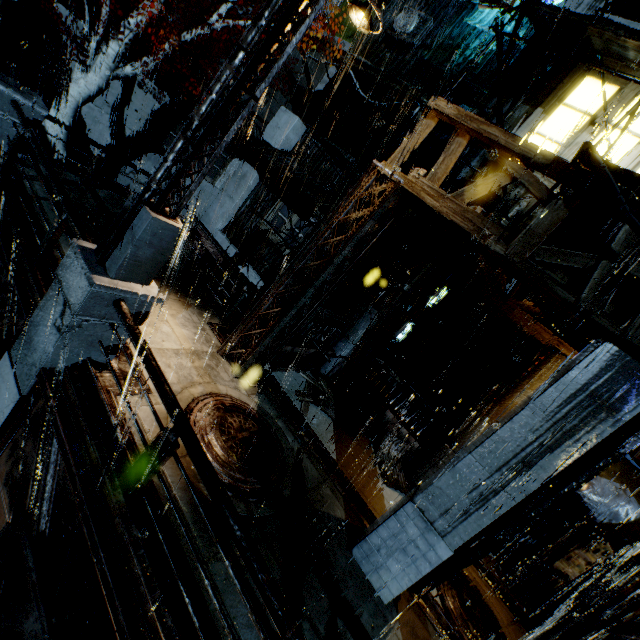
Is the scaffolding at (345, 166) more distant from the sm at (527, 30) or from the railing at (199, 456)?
the railing at (199, 456)

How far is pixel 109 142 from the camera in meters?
15.1

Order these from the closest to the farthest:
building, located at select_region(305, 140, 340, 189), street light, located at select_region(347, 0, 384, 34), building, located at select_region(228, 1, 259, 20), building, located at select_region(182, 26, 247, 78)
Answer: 1. street light, located at select_region(347, 0, 384, 34)
2. building, located at select_region(182, 26, 247, 78)
3. building, located at select_region(228, 1, 259, 20)
4. building, located at select_region(305, 140, 340, 189)

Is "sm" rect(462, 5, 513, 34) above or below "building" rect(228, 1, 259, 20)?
above

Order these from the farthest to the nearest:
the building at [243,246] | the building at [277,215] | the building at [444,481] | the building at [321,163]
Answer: the building at [243,246] → the building at [277,215] → the building at [321,163] → the building at [444,481]

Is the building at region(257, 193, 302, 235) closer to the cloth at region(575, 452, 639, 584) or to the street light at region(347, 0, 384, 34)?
the cloth at region(575, 452, 639, 584)

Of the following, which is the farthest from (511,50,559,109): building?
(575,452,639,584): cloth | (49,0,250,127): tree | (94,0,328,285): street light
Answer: (94,0,328,285): street light

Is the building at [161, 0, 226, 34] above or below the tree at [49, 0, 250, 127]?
above
